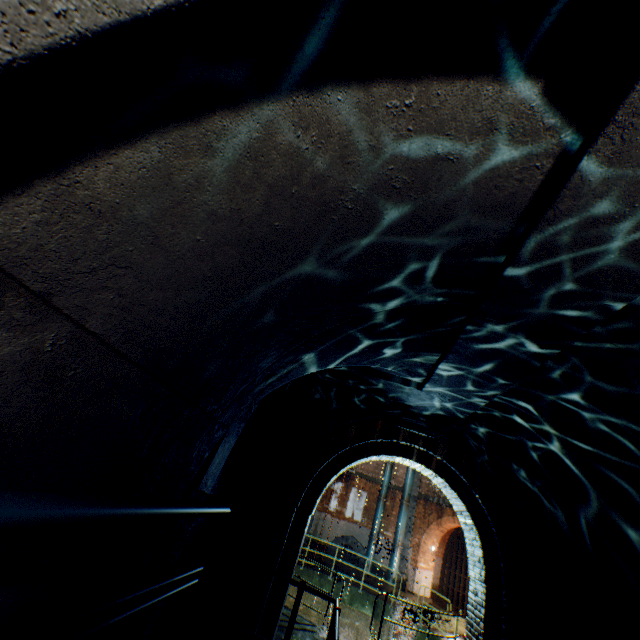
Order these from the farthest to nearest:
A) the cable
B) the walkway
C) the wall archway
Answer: the walkway → the cable → the wall archway

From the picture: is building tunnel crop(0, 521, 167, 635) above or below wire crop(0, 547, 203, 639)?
above

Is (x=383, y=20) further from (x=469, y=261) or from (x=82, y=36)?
(x=469, y=261)

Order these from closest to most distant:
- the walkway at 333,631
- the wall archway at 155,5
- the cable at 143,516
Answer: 1. the wall archway at 155,5
2. the cable at 143,516
3. the walkway at 333,631

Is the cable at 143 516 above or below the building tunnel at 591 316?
below

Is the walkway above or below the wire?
above

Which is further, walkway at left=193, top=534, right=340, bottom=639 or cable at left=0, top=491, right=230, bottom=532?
walkway at left=193, top=534, right=340, bottom=639

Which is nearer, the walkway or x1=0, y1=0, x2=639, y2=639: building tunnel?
x1=0, y1=0, x2=639, y2=639: building tunnel
